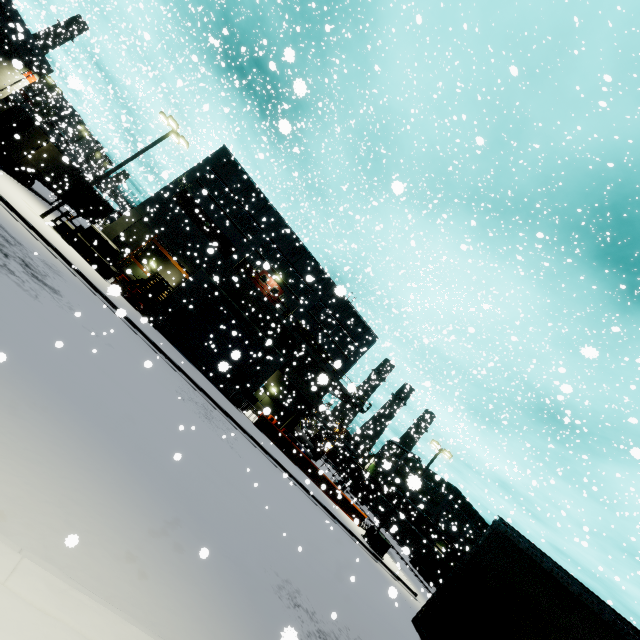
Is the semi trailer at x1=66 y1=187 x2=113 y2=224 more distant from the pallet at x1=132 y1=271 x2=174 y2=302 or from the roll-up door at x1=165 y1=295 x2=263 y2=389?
the pallet at x1=132 y1=271 x2=174 y2=302

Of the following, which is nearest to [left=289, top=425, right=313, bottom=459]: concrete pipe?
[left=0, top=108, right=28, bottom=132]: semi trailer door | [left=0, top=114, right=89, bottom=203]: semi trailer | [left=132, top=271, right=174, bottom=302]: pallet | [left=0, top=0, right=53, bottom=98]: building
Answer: [left=0, top=0, right=53, bottom=98]: building

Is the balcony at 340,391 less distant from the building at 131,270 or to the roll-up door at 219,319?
the building at 131,270

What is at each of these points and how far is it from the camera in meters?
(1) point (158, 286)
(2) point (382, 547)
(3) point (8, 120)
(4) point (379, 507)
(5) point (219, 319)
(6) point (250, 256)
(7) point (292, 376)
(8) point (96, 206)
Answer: (1) pallet, 22.9
(2) electrical box, 23.0
(3) semi trailer door, 21.3
(4) semi trailer, 32.8
(5) roll-up door, 22.9
(6) building, 31.2
(7) vent duct, 31.4
(8) semi trailer, 33.3

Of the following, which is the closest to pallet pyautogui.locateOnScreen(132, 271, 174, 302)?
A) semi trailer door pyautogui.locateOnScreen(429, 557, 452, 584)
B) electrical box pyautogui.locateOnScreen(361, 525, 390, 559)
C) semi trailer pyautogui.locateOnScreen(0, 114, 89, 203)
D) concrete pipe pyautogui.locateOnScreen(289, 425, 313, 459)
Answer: semi trailer pyautogui.locateOnScreen(0, 114, 89, 203)

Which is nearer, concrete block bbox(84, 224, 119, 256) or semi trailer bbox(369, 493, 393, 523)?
concrete block bbox(84, 224, 119, 256)

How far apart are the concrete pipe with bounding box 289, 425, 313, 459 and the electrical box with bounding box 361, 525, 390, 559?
13.7 meters

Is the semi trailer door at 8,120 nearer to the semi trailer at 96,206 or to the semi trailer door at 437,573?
the semi trailer at 96,206
